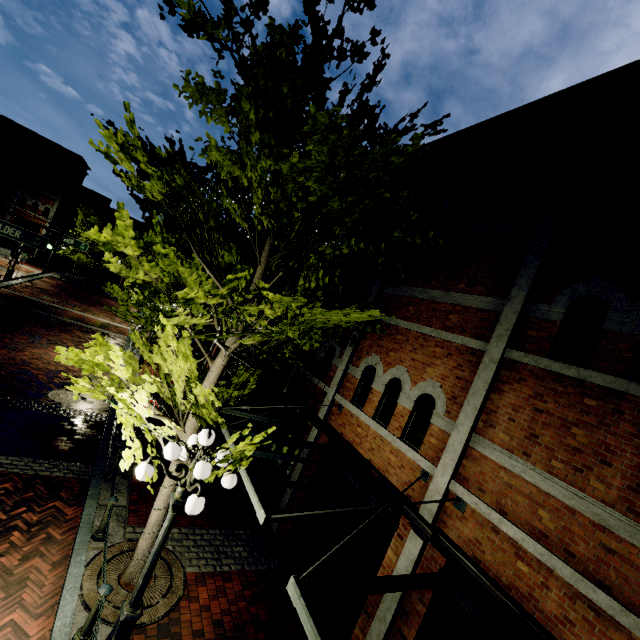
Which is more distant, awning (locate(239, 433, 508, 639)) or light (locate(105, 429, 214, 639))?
light (locate(105, 429, 214, 639))

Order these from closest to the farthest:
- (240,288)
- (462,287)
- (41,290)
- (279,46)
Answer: (279,46), (240,288), (462,287), (41,290)

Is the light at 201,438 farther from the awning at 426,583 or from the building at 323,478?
the building at 323,478

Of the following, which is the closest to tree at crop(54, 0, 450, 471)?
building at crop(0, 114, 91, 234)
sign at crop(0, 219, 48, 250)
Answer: sign at crop(0, 219, 48, 250)

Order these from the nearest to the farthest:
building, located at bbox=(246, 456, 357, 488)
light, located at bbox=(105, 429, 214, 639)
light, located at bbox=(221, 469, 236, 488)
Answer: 1. light, located at bbox=(105, 429, 214, 639)
2. light, located at bbox=(221, 469, 236, 488)
3. building, located at bbox=(246, 456, 357, 488)

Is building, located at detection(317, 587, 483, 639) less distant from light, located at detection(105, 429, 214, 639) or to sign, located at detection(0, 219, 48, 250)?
light, located at detection(105, 429, 214, 639)

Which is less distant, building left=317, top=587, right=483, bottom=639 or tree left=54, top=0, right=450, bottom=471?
tree left=54, top=0, right=450, bottom=471

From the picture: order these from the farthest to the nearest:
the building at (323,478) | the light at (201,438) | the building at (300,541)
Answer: the building at (323,478)
the building at (300,541)
the light at (201,438)
